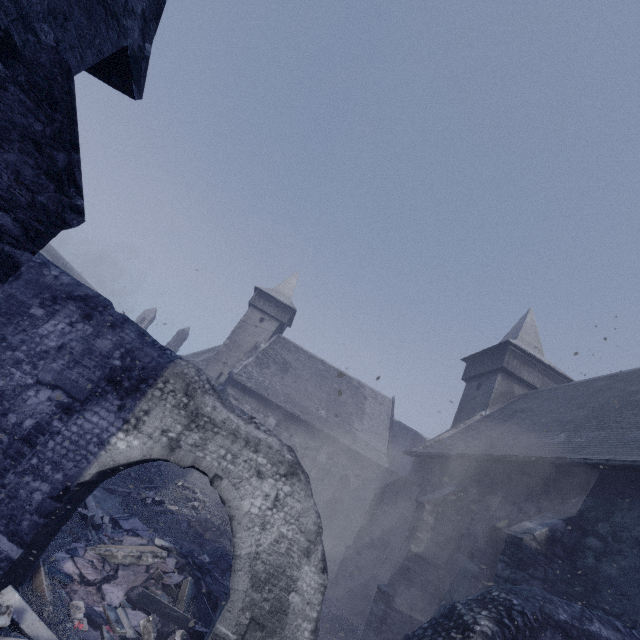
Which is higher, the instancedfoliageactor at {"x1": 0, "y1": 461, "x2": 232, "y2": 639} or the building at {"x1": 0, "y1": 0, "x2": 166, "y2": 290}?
the building at {"x1": 0, "y1": 0, "x2": 166, "y2": 290}

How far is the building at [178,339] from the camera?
44.9m

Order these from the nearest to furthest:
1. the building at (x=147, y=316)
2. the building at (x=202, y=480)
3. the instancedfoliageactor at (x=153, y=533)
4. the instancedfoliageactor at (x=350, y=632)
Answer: the instancedfoliageactor at (x=153, y=533) → the instancedfoliageactor at (x=350, y=632) → the building at (x=202, y=480) → the building at (x=147, y=316)

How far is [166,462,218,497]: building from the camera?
20.8 meters

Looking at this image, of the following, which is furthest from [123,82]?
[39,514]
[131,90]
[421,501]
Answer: [421,501]

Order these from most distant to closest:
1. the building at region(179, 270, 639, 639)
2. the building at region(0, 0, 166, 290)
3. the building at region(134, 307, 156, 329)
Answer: the building at region(134, 307, 156, 329), the building at region(179, 270, 639, 639), the building at region(0, 0, 166, 290)
